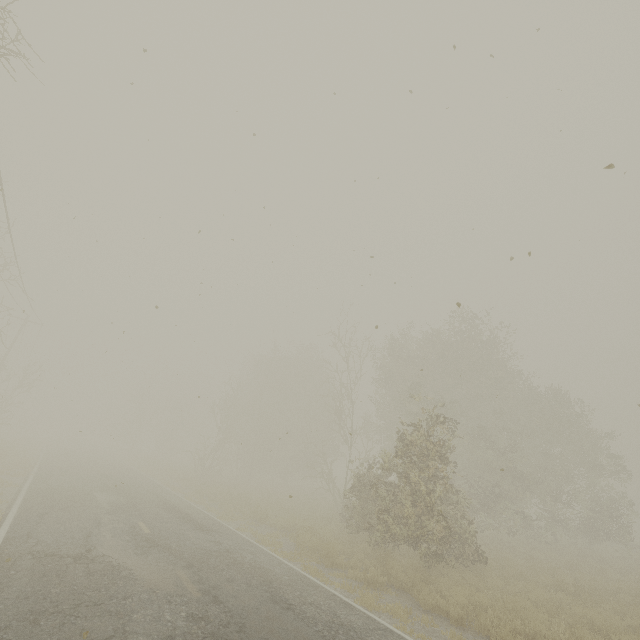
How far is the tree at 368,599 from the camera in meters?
7.7

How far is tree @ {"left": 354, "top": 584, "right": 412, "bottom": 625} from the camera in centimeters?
768cm

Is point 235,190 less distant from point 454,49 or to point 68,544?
point 454,49

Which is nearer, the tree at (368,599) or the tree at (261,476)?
the tree at (368,599)

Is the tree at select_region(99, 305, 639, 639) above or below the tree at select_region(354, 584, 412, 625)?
above

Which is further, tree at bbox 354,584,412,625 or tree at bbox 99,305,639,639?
tree at bbox 99,305,639,639
